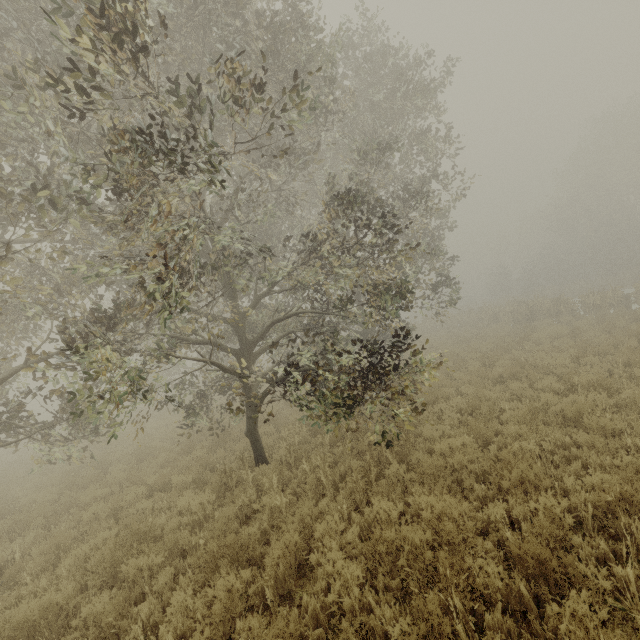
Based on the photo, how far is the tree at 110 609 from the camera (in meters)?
4.36

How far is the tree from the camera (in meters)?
4.36

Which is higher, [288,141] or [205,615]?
[288,141]
